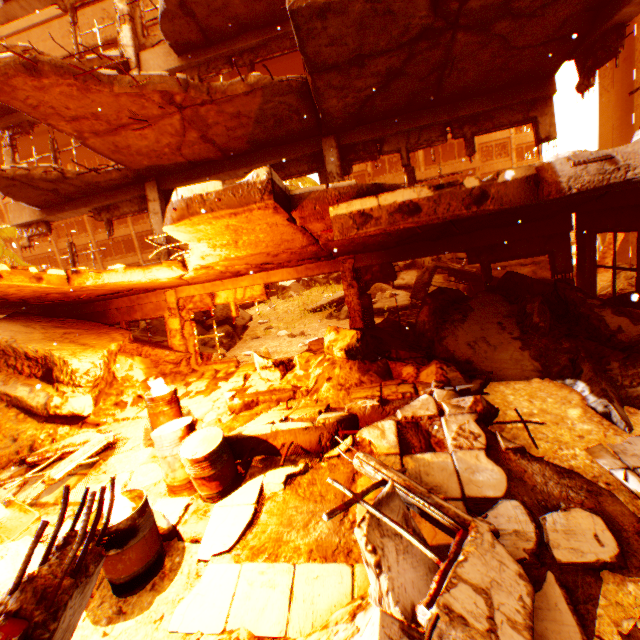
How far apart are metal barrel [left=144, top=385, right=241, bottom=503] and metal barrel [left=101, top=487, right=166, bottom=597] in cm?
48

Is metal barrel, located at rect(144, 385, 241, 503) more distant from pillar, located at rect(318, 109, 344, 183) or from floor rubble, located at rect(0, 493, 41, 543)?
pillar, located at rect(318, 109, 344, 183)

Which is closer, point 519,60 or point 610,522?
point 610,522

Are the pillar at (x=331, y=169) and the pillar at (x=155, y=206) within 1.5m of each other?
no

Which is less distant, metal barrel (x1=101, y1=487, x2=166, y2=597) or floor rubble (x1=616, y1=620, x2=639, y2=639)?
floor rubble (x1=616, y1=620, x2=639, y2=639)

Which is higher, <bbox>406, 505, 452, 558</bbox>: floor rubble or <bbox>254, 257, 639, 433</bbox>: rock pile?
<bbox>254, 257, 639, 433</bbox>: rock pile

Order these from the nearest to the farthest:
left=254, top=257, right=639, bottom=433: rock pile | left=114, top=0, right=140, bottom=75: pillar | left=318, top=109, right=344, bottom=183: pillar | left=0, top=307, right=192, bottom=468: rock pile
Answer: left=254, top=257, right=639, bottom=433: rock pile < left=0, top=307, right=192, bottom=468: rock pile < left=318, top=109, right=344, bottom=183: pillar < left=114, top=0, right=140, bottom=75: pillar

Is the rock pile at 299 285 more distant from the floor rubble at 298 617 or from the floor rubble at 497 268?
the floor rubble at 298 617
